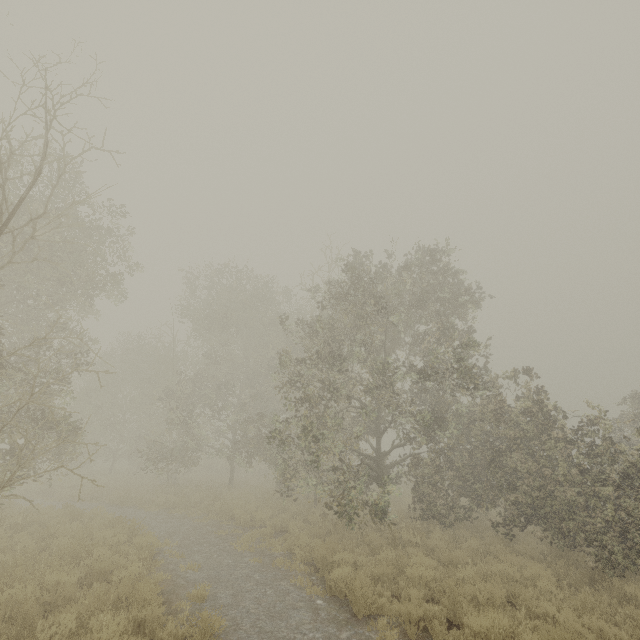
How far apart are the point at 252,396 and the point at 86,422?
14.1 meters
